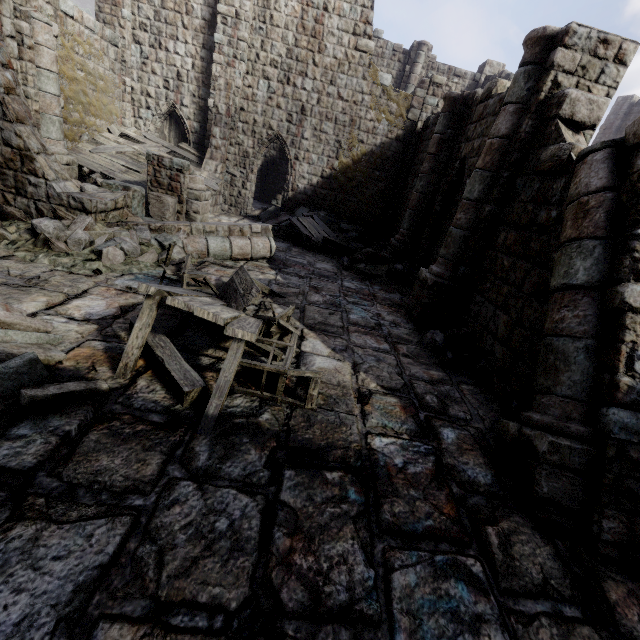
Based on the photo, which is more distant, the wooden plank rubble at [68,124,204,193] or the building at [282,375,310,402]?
the wooden plank rubble at [68,124,204,193]

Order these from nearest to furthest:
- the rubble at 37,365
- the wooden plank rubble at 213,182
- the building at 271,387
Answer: the rubble at 37,365 → the building at 271,387 → the wooden plank rubble at 213,182

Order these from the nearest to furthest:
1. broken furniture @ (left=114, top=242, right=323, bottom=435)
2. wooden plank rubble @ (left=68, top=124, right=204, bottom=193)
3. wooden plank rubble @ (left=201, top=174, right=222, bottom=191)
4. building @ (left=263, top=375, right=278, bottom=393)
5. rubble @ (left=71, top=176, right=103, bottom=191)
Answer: broken furniture @ (left=114, top=242, right=323, bottom=435)
building @ (left=263, top=375, right=278, bottom=393)
rubble @ (left=71, top=176, right=103, bottom=191)
wooden plank rubble @ (left=68, top=124, right=204, bottom=193)
wooden plank rubble @ (left=201, top=174, right=222, bottom=191)

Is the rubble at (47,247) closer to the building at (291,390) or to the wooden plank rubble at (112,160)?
the building at (291,390)

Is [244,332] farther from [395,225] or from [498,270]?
[395,225]

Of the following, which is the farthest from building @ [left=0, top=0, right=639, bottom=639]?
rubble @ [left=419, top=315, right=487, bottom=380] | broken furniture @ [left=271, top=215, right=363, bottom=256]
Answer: broken furniture @ [left=271, top=215, right=363, bottom=256]

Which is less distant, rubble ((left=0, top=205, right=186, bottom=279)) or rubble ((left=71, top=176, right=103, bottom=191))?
rubble ((left=0, top=205, right=186, bottom=279))

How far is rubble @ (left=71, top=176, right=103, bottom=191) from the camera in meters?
10.6
